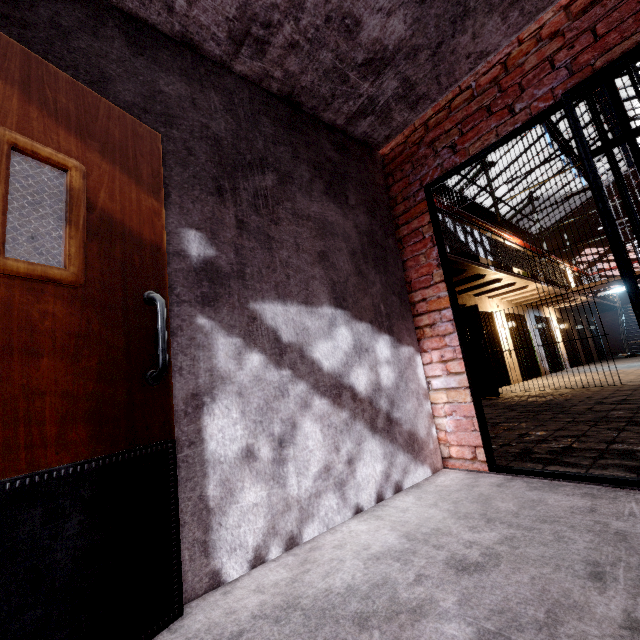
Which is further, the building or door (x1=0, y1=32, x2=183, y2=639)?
the building

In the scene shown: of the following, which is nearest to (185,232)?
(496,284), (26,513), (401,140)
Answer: (26,513)

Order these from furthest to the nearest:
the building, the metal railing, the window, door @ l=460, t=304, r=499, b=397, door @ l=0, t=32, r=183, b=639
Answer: the window
the building
door @ l=460, t=304, r=499, b=397
the metal railing
door @ l=0, t=32, r=183, b=639

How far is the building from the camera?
9.65m

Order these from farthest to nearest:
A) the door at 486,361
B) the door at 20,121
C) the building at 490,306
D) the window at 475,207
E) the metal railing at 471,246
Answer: the window at 475,207 → the building at 490,306 → the door at 486,361 → the metal railing at 471,246 → the door at 20,121

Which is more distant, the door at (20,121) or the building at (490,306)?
the building at (490,306)

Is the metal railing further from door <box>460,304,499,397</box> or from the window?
the window

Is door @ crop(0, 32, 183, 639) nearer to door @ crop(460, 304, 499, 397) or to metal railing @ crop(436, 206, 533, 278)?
metal railing @ crop(436, 206, 533, 278)
